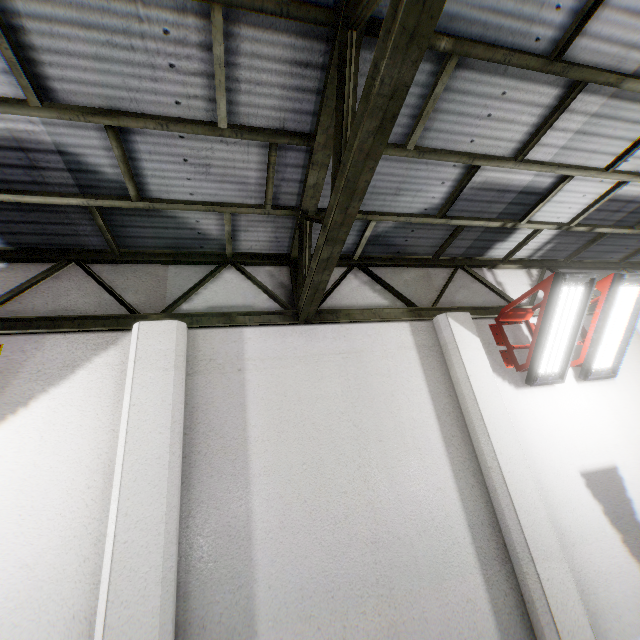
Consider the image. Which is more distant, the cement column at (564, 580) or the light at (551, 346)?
the light at (551, 346)

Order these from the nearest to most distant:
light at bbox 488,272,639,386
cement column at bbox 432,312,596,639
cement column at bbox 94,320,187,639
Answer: cement column at bbox 94,320,187,639 < cement column at bbox 432,312,596,639 < light at bbox 488,272,639,386

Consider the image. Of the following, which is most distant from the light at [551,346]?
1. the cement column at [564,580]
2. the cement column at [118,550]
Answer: the cement column at [118,550]

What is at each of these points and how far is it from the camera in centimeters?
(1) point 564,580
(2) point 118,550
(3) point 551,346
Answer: (1) cement column, 333cm
(2) cement column, 270cm
(3) light, 437cm

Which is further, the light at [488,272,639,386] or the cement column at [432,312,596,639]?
the light at [488,272,639,386]

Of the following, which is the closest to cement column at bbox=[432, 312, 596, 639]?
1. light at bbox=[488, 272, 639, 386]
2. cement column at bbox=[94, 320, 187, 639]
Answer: light at bbox=[488, 272, 639, 386]

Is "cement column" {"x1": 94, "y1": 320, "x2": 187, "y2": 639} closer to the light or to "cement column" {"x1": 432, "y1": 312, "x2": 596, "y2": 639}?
"cement column" {"x1": 432, "y1": 312, "x2": 596, "y2": 639}
